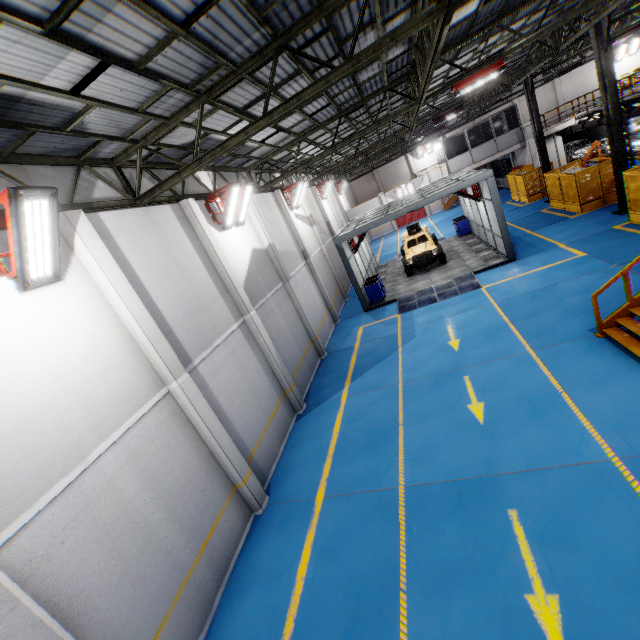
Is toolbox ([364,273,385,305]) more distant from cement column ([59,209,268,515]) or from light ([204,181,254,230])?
cement column ([59,209,268,515])

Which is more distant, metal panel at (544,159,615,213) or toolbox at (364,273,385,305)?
toolbox at (364,273,385,305)

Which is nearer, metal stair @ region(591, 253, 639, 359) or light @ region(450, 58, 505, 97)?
metal stair @ region(591, 253, 639, 359)

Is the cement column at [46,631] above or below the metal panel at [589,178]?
above

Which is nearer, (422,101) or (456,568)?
(456,568)

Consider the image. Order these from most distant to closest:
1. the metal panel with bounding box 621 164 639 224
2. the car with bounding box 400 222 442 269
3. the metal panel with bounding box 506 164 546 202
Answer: the metal panel with bounding box 506 164 546 202
the car with bounding box 400 222 442 269
the metal panel with bounding box 621 164 639 224

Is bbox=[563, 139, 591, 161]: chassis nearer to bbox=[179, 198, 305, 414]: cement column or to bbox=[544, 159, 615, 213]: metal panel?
bbox=[544, 159, 615, 213]: metal panel

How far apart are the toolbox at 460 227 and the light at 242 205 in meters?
17.6
